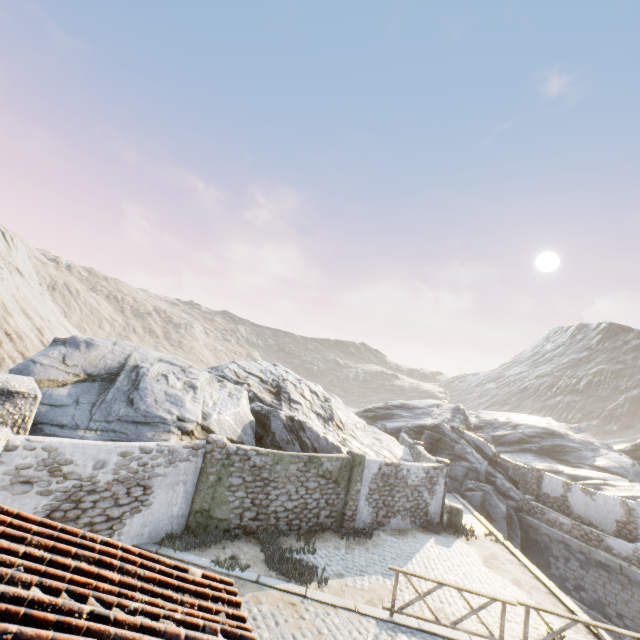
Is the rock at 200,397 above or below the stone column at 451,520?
above

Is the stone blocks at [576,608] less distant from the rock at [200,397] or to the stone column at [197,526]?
the rock at [200,397]

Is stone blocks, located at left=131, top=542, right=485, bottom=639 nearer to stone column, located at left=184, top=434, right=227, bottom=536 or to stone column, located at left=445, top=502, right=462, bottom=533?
stone column, located at left=184, top=434, right=227, bottom=536

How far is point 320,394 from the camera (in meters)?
26.12

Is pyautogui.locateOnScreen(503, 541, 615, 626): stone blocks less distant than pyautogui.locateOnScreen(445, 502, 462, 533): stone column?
Yes

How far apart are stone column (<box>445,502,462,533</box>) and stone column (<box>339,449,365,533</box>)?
5.1 meters

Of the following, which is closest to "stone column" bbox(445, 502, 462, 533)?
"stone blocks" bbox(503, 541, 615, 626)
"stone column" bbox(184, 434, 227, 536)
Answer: "stone blocks" bbox(503, 541, 615, 626)

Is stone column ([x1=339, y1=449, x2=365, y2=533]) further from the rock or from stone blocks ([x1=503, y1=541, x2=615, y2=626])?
stone blocks ([x1=503, y1=541, x2=615, y2=626])
